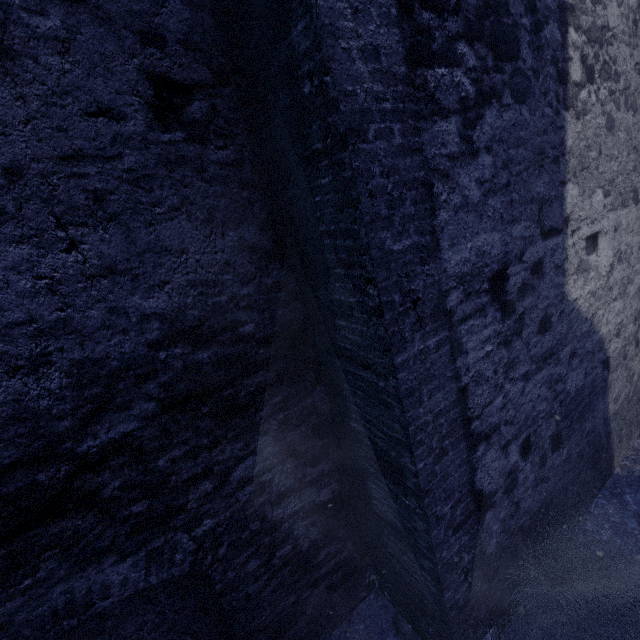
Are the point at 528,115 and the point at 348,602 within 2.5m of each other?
no
